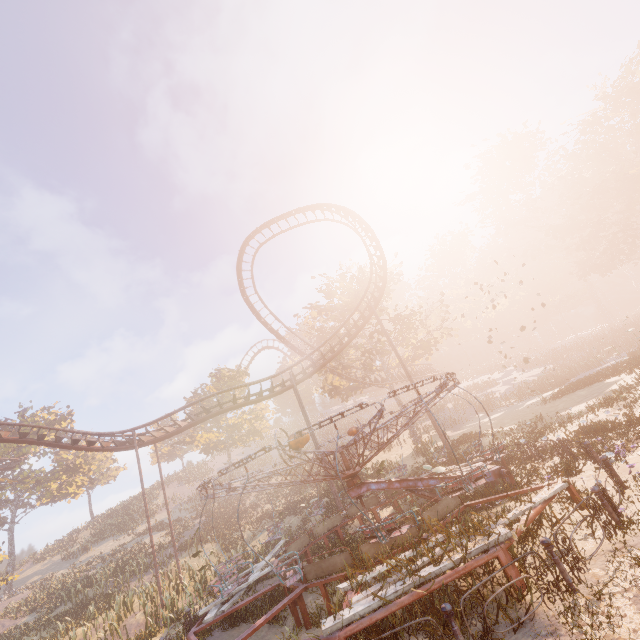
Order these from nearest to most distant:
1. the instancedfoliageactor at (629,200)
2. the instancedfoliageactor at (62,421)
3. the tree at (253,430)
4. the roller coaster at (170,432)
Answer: the instancedfoliageactor at (629,200) → the roller coaster at (170,432) → the tree at (253,430) → the instancedfoliageactor at (62,421)

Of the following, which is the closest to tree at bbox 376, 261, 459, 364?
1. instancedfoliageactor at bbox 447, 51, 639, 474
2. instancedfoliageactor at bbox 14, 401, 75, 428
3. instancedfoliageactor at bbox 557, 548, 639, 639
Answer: instancedfoliageactor at bbox 447, 51, 639, 474

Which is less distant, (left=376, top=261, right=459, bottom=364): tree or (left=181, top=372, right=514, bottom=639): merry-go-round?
(left=181, top=372, right=514, bottom=639): merry-go-round

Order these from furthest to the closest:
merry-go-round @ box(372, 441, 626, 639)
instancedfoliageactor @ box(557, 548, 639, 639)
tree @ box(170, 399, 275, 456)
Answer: tree @ box(170, 399, 275, 456) → merry-go-round @ box(372, 441, 626, 639) → instancedfoliageactor @ box(557, 548, 639, 639)

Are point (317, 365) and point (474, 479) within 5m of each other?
no

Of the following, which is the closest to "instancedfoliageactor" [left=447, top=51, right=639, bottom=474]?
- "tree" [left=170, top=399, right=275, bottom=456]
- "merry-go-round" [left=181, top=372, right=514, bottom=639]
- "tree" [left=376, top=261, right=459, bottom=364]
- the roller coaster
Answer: "merry-go-round" [left=181, top=372, right=514, bottom=639]

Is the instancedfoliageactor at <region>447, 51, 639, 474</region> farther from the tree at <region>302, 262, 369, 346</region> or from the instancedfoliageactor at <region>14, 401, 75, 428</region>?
the instancedfoliageactor at <region>14, 401, 75, 428</region>

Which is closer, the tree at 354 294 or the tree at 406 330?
the tree at 406 330
